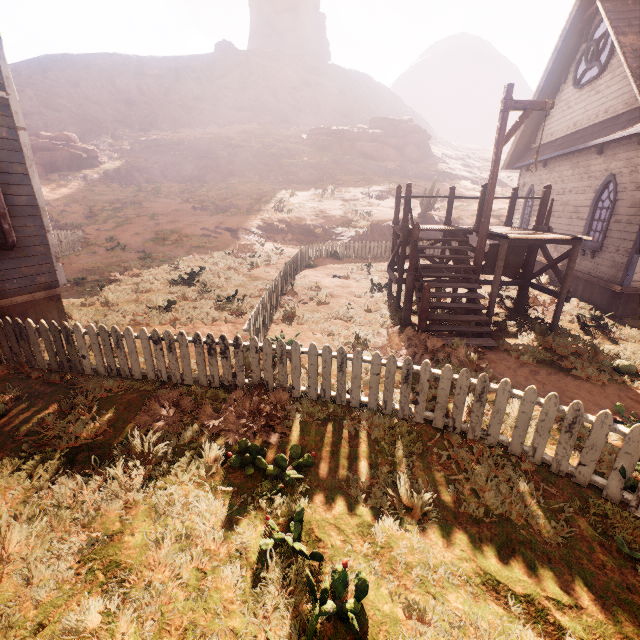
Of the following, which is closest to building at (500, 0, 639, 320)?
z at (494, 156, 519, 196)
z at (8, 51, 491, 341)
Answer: z at (494, 156, 519, 196)

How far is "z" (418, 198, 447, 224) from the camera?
21.91m

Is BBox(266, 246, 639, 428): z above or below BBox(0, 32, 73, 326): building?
below

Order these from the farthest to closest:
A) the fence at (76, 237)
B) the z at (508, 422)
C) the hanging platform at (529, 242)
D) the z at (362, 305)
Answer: the fence at (76, 237)
the hanging platform at (529, 242)
the z at (362, 305)
the z at (508, 422)

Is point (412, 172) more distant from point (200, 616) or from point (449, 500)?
point (200, 616)

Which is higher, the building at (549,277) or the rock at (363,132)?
the rock at (363,132)

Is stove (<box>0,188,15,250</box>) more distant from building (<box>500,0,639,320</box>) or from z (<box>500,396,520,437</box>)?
z (<box>500,396,520,437</box>)
